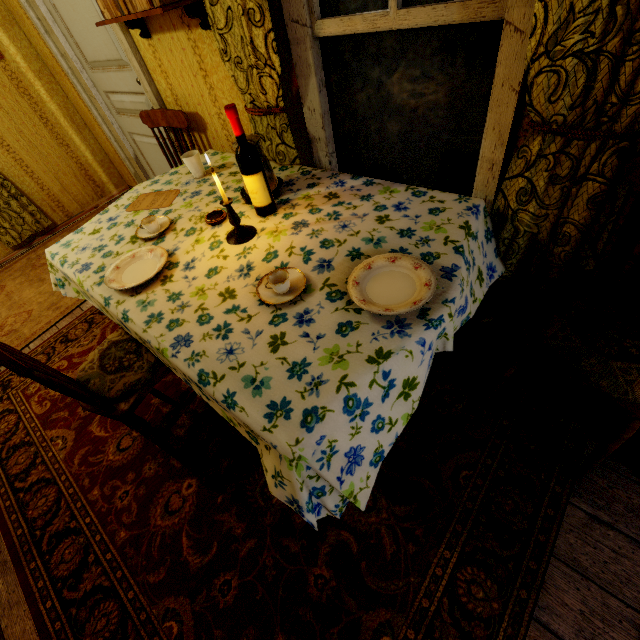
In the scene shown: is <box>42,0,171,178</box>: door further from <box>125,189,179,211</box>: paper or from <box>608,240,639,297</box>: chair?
<box>608,240,639,297</box>: chair

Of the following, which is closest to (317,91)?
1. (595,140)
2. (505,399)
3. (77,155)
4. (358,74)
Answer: (358,74)

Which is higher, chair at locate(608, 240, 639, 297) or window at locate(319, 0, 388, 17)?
window at locate(319, 0, 388, 17)

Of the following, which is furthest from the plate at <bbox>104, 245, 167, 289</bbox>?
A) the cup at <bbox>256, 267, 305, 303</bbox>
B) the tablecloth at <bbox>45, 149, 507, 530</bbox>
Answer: the cup at <bbox>256, 267, 305, 303</bbox>

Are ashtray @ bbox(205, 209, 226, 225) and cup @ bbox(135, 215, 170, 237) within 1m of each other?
yes

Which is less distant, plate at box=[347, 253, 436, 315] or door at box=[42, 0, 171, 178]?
plate at box=[347, 253, 436, 315]

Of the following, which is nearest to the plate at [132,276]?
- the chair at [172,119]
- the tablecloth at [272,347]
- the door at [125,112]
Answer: the tablecloth at [272,347]

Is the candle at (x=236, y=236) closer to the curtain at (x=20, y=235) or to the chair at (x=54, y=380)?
the chair at (x=54, y=380)
